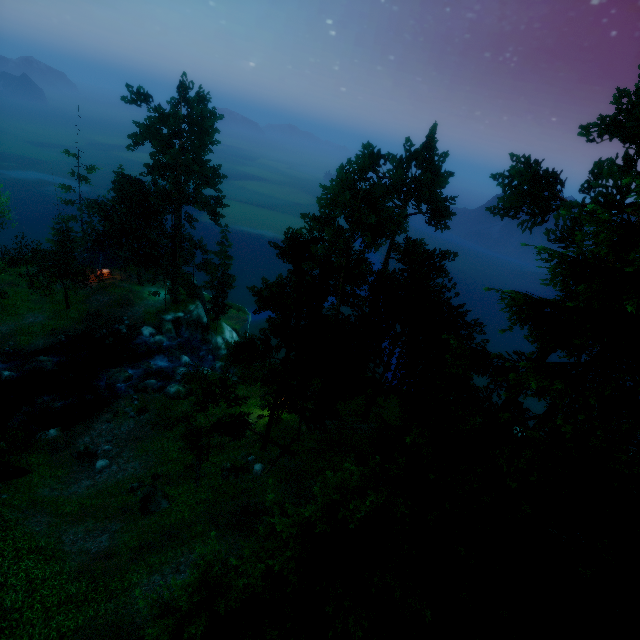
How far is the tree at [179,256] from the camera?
35.7 meters

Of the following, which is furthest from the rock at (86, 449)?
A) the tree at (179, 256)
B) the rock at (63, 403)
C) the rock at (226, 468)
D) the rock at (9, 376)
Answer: the rock at (9, 376)

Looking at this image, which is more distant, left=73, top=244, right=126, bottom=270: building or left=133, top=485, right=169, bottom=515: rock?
left=73, top=244, right=126, bottom=270: building

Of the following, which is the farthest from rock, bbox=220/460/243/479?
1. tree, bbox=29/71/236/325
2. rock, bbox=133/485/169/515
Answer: rock, bbox=133/485/169/515

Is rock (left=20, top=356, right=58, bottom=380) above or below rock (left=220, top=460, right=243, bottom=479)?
below

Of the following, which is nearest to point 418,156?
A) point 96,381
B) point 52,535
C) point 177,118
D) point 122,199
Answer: point 177,118

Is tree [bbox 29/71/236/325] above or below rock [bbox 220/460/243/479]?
above

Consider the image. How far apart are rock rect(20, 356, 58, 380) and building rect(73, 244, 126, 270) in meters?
13.6
